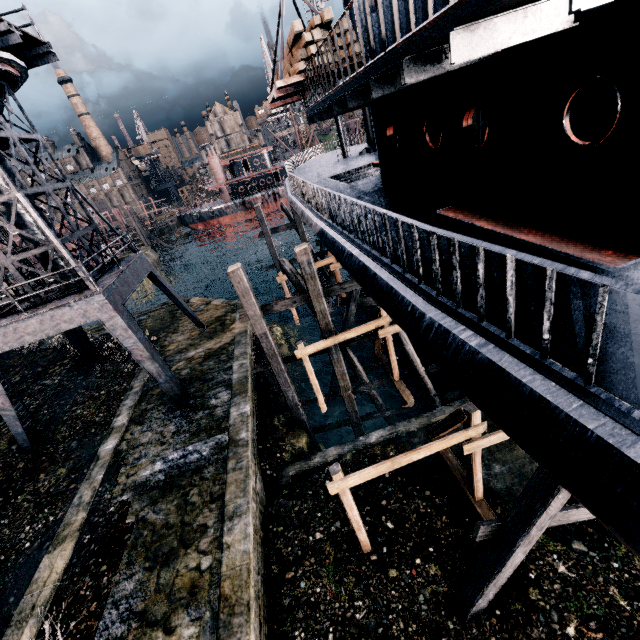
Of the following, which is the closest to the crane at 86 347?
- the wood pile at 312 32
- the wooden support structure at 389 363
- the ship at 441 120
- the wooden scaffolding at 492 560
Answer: the wooden support structure at 389 363

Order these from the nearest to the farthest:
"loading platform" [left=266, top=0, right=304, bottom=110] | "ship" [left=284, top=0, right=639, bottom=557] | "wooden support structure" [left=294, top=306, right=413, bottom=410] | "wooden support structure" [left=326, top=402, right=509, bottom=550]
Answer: "ship" [left=284, top=0, right=639, bottom=557]
"wooden support structure" [left=326, top=402, right=509, bottom=550]
"loading platform" [left=266, top=0, right=304, bottom=110]
"wooden support structure" [left=294, top=306, right=413, bottom=410]

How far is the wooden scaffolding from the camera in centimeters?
625cm

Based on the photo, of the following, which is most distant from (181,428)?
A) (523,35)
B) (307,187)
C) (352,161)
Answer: (352,161)

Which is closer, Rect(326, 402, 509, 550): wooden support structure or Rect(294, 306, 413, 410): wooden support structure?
Rect(326, 402, 509, 550): wooden support structure

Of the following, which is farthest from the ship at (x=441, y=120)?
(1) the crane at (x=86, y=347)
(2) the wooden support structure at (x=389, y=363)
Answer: (1) the crane at (x=86, y=347)

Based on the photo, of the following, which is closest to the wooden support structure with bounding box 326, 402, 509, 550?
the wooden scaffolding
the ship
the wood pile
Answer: the ship

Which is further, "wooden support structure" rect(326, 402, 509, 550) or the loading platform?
the loading platform
